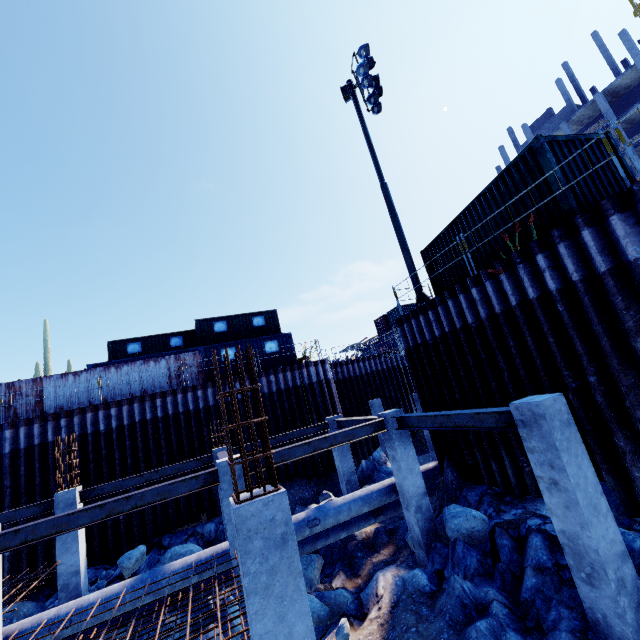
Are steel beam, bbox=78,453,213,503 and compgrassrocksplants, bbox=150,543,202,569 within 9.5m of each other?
yes

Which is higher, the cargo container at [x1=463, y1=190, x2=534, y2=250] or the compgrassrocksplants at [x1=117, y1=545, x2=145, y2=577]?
the cargo container at [x1=463, y1=190, x2=534, y2=250]

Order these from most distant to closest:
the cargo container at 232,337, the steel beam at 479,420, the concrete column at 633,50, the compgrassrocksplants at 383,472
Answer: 1. the concrete column at 633,50
2. the cargo container at 232,337
3. the compgrassrocksplants at 383,472
4. the steel beam at 479,420

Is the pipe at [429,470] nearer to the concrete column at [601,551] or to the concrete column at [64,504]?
the concrete column at [64,504]

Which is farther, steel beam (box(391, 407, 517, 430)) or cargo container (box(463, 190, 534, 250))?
cargo container (box(463, 190, 534, 250))

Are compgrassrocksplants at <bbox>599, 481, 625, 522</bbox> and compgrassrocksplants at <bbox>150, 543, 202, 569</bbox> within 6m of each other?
no

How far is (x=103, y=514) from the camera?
7.1m

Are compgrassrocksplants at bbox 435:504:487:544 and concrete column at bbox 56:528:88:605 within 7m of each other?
no
